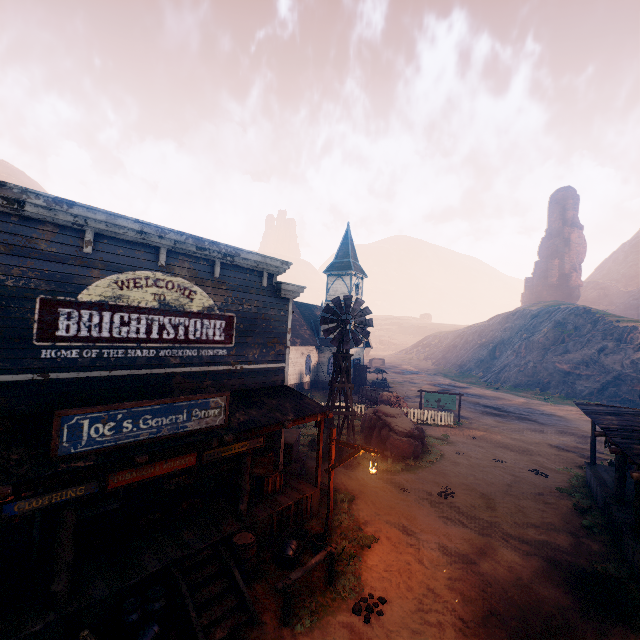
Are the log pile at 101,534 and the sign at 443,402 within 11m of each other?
no

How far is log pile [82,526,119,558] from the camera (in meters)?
7.28

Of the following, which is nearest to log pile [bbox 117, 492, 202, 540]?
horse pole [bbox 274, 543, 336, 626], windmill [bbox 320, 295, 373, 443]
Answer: horse pole [bbox 274, 543, 336, 626]

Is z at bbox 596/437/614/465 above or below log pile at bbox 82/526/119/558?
below

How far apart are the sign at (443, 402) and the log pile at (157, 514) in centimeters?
1965cm

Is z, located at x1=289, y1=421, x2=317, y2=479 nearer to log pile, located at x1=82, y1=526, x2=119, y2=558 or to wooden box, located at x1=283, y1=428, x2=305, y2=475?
wooden box, located at x1=283, y1=428, x2=305, y2=475

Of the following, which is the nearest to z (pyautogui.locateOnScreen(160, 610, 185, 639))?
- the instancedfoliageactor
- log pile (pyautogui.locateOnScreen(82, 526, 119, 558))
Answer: the instancedfoliageactor

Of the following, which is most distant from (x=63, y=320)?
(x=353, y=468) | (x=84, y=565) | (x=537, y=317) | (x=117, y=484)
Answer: (x=537, y=317)
